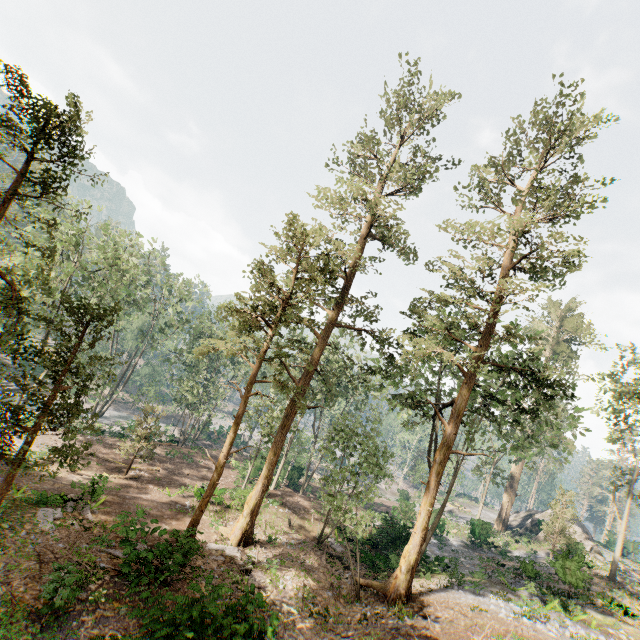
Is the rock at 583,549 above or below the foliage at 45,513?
above

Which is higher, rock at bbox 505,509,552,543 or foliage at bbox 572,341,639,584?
foliage at bbox 572,341,639,584

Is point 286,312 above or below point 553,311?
below

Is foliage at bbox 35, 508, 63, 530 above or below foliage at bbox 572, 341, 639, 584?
below

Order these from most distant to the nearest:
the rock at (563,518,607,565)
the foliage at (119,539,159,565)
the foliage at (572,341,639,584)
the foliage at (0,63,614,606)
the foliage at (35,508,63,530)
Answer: the rock at (563,518,607,565) → the foliage at (572,341,639,584) → the foliage at (35,508,63,530) → the foliage at (0,63,614,606) → the foliage at (119,539,159,565)

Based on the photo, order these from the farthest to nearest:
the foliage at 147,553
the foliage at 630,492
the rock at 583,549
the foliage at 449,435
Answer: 1. the rock at 583,549
2. the foliage at 630,492
3. the foliage at 449,435
4. the foliage at 147,553

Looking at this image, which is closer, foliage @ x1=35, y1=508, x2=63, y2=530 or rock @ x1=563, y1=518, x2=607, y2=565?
foliage @ x1=35, y1=508, x2=63, y2=530
